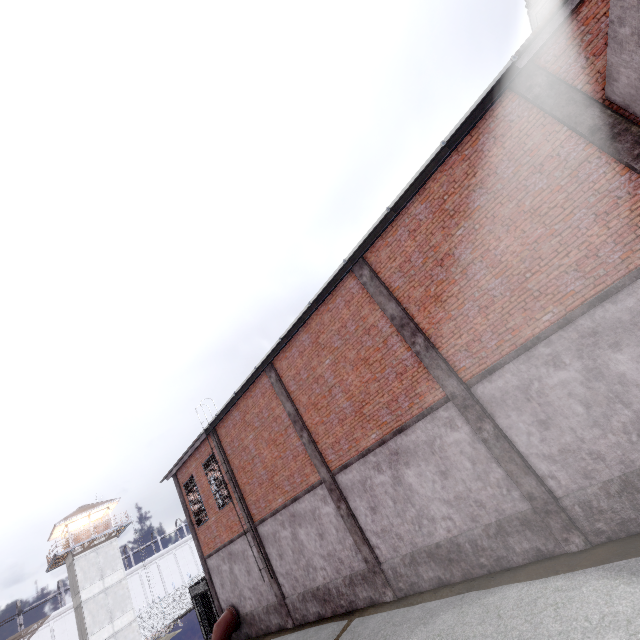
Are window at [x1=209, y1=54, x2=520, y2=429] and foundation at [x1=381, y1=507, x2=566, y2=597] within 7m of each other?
no

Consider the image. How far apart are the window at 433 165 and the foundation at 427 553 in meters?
7.7

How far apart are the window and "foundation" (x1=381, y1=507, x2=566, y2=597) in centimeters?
773cm

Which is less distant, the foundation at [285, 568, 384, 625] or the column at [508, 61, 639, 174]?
the column at [508, 61, 639, 174]

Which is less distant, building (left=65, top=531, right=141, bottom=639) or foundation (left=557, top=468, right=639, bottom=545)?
foundation (left=557, top=468, right=639, bottom=545)

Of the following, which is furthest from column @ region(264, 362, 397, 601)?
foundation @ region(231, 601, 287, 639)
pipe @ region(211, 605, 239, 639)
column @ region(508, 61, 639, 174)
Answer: column @ region(508, 61, 639, 174)

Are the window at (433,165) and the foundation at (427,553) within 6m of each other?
no

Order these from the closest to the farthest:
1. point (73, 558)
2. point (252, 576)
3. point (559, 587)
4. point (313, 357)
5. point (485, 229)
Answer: point (559, 587) → point (485, 229) → point (313, 357) → point (252, 576) → point (73, 558)
